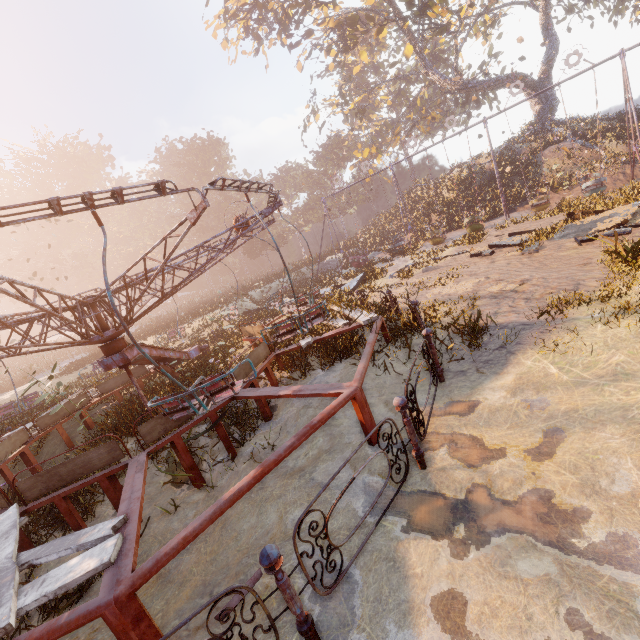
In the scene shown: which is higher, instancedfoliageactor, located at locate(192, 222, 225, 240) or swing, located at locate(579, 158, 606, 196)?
instancedfoliageactor, located at locate(192, 222, 225, 240)

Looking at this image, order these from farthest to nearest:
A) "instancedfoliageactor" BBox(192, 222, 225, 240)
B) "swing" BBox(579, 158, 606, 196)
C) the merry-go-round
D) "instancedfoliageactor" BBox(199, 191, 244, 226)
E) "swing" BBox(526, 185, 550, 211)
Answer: "instancedfoliageactor" BBox(192, 222, 225, 240) < "instancedfoliageactor" BBox(199, 191, 244, 226) < "swing" BBox(526, 185, 550, 211) < "swing" BBox(579, 158, 606, 196) < the merry-go-round

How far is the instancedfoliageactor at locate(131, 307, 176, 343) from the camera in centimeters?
2427cm

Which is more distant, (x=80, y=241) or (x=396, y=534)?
(x=80, y=241)

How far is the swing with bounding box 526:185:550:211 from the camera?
18.7 meters

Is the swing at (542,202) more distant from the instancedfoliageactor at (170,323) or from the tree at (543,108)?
the instancedfoliageactor at (170,323)

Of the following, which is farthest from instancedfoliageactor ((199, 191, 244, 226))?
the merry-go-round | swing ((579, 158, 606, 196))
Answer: the merry-go-round

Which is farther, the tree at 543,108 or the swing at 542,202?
the tree at 543,108
